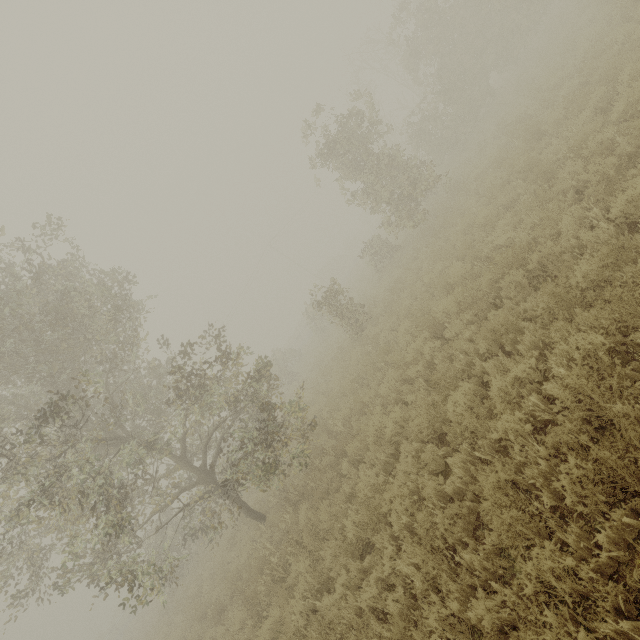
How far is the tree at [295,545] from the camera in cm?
695

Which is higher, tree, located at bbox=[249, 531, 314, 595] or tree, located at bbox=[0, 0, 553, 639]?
tree, located at bbox=[0, 0, 553, 639]

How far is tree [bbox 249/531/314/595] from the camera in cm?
695

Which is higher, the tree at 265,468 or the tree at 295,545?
the tree at 265,468

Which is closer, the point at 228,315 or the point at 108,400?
the point at 108,400
